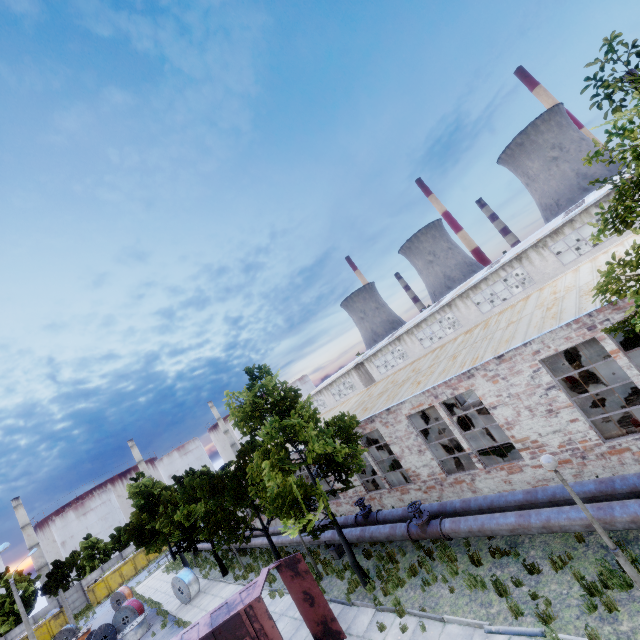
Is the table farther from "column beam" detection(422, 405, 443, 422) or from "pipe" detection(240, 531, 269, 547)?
"pipe" detection(240, 531, 269, 547)

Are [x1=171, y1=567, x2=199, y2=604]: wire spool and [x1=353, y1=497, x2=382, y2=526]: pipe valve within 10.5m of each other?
no

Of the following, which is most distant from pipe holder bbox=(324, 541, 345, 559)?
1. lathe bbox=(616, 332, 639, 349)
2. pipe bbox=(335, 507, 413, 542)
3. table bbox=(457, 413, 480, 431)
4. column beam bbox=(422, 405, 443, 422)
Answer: lathe bbox=(616, 332, 639, 349)

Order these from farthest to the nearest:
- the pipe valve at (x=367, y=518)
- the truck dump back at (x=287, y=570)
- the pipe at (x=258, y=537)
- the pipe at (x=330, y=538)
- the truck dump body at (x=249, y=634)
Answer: the pipe at (x=258, y=537) < the pipe at (x=330, y=538) < the pipe valve at (x=367, y=518) < the truck dump back at (x=287, y=570) < the truck dump body at (x=249, y=634)

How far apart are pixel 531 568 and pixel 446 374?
6.55m

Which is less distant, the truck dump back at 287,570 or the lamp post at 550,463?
the lamp post at 550,463

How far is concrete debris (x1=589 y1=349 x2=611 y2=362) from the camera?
17.7m

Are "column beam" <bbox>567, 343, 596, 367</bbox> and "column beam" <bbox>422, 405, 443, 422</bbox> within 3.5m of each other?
no
